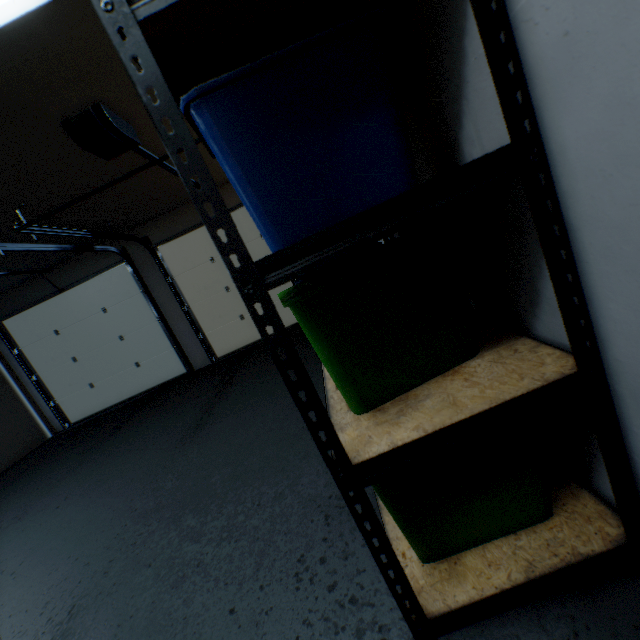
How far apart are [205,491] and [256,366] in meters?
2.2 m

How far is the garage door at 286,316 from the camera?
5.27m

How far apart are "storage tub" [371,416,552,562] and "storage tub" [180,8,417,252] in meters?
0.6 m

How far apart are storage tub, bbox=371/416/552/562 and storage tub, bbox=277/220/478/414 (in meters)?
0.11

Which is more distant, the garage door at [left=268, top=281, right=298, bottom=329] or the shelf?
the garage door at [left=268, top=281, right=298, bottom=329]

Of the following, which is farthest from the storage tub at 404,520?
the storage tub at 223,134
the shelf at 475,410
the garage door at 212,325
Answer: the garage door at 212,325

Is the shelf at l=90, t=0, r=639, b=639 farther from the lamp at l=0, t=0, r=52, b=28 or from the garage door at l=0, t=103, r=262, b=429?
the garage door at l=0, t=103, r=262, b=429

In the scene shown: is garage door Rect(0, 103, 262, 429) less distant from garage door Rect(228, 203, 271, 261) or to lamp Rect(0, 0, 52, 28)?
garage door Rect(228, 203, 271, 261)
